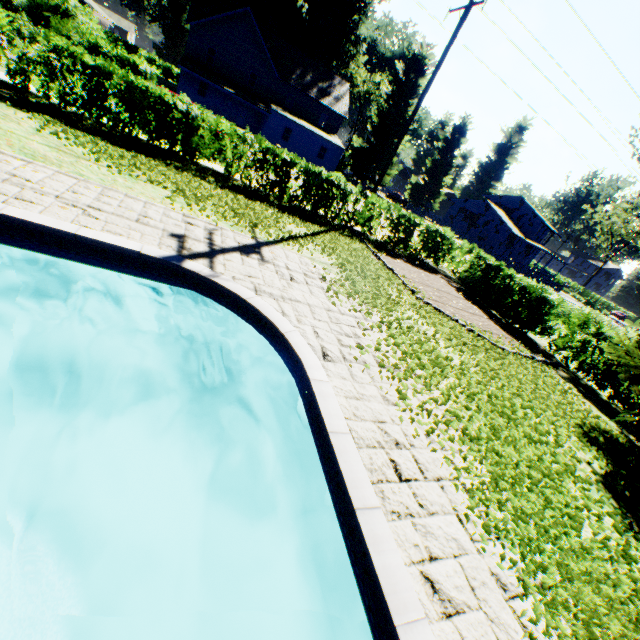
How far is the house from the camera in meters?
48.6 m

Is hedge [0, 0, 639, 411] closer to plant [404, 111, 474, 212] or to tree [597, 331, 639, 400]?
tree [597, 331, 639, 400]

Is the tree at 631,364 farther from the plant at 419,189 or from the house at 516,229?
the house at 516,229

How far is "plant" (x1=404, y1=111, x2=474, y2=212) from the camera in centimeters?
5016cm

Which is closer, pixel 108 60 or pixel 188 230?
pixel 188 230

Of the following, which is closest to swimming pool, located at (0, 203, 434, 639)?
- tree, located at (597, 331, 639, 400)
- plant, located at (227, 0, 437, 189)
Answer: plant, located at (227, 0, 437, 189)

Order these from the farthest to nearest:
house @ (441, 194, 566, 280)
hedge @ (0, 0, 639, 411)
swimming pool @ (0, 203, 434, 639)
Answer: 1. house @ (441, 194, 566, 280)
2. hedge @ (0, 0, 639, 411)
3. swimming pool @ (0, 203, 434, 639)
